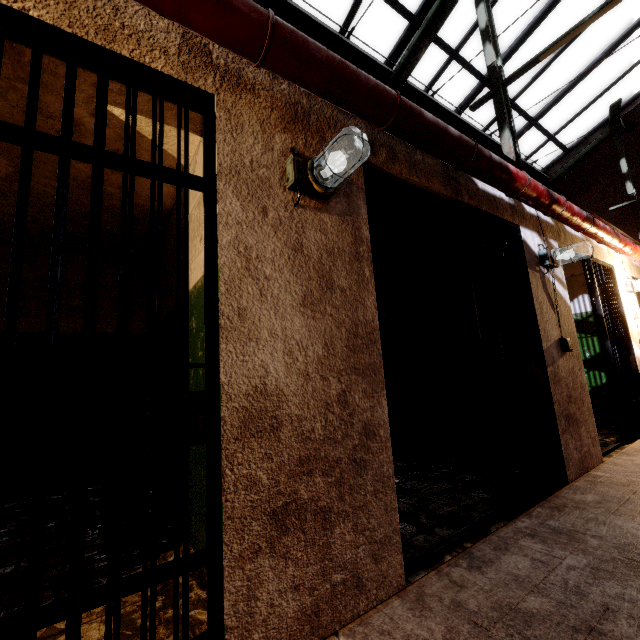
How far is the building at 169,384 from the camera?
2.9 meters

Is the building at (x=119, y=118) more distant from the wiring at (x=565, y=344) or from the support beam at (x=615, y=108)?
the wiring at (x=565, y=344)

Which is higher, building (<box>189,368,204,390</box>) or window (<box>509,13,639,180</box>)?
window (<box>509,13,639,180</box>)

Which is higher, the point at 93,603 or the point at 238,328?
the point at 238,328

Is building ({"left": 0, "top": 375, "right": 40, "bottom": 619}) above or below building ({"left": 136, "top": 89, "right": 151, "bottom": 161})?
below

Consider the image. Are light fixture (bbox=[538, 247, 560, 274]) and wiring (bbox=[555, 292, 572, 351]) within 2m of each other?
yes

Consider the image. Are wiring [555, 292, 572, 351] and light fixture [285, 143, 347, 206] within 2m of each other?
no

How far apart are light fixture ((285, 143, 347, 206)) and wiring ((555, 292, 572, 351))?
2.9 meters
